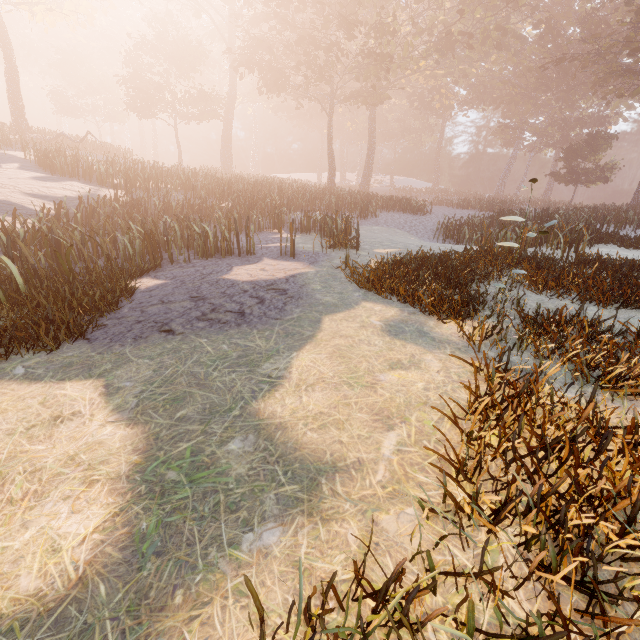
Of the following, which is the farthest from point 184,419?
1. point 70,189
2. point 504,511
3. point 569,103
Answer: point 569,103
